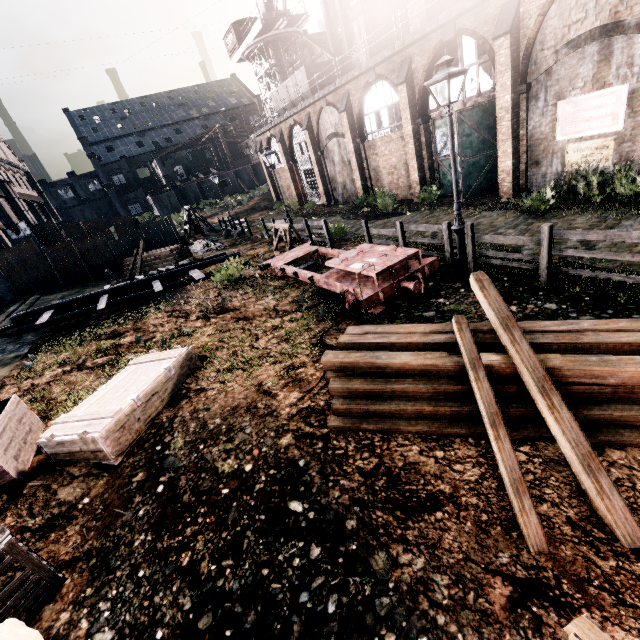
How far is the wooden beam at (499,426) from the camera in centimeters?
373cm

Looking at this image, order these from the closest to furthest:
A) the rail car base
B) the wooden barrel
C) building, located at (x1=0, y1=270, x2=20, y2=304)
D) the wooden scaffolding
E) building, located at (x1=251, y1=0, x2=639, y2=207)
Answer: the wooden barrel → the rail car base → building, located at (x1=251, y1=0, x2=639, y2=207) → the wooden scaffolding → building, located at (x1=0, y1=270, x2=20, y2=304)

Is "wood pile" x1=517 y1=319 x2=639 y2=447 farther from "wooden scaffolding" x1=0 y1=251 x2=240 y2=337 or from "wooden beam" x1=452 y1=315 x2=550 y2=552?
"wooden scaffolding" x1=0 y1=251 x2=240 y2=337

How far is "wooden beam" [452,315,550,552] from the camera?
3.73m

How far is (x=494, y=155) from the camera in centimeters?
1684cm

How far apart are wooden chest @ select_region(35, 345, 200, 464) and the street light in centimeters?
861cm

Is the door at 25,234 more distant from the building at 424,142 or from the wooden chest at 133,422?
the wooden chest at 133,422

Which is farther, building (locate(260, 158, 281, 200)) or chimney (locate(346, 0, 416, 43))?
building (locate(260, 158, 281, 200))
